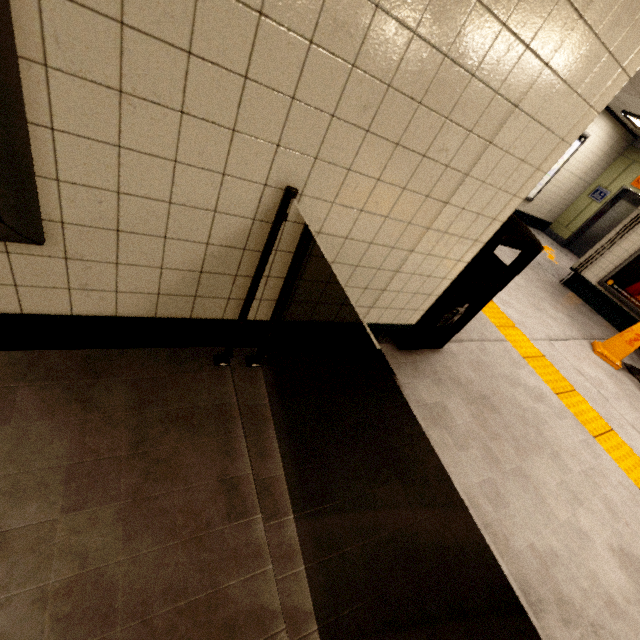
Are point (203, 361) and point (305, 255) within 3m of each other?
yes

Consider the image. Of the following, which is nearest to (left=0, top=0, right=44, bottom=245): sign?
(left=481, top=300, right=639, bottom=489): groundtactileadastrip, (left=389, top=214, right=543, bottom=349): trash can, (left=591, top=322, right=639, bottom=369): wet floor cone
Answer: (left=481, top=300, right=639, bottom=489): groundtactileadastrip

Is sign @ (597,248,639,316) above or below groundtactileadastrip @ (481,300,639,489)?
above

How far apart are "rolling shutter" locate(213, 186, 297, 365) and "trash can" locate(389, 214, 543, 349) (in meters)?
1.38

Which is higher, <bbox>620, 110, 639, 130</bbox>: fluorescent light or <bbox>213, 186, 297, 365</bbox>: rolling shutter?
<bbox>620, 110, 639, 130</bbox>: fluorescent light

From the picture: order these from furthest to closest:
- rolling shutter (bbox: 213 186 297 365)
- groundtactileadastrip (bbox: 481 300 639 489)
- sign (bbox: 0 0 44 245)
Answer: groundtactileadastrip (bbox: 481 300 639 489) < rolling shutter (bbox: 213 186 297 365) < sign (bbox: 0 0 44 245)

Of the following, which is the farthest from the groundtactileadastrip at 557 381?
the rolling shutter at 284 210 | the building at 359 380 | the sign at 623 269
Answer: the rolling shutter at 284 210

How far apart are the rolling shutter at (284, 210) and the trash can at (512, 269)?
1.38m
